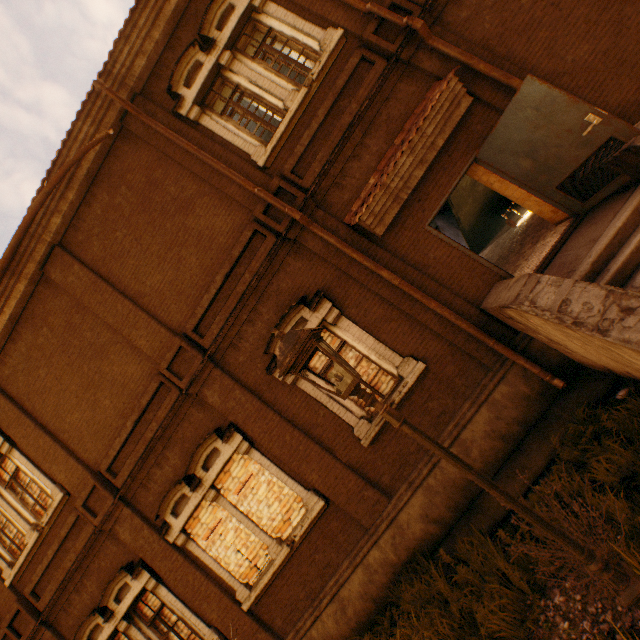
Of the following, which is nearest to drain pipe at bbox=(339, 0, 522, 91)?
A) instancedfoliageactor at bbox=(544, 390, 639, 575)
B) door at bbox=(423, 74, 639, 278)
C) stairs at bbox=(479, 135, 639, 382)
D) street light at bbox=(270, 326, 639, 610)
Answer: stairs at bbox=(479, 135, 639, 382)

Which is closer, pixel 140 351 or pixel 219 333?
pixel 219 333

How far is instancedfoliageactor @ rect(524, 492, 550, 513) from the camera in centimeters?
434cm

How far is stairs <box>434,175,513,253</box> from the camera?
11.0m

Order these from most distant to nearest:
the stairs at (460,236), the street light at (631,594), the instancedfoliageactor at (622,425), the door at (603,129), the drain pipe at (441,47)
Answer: the stairs at (460,236) < the drain pipe at (441,47) < the door at (603,129) < the instancedfoliageactor at (622,425) < the street light at (631,594)

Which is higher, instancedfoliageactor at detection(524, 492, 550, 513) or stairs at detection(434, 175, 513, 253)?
stairs at detection(434, 175, 513, 253)

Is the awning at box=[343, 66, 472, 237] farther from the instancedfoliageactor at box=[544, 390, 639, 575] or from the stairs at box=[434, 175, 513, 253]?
the instancedfoliageactor at box=[544, 390, 639, 575]

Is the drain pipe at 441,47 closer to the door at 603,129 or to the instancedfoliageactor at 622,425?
the door at 603,129
